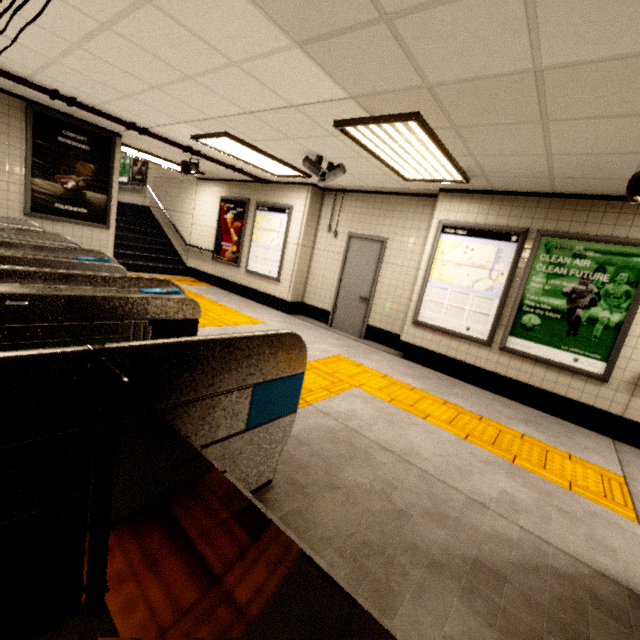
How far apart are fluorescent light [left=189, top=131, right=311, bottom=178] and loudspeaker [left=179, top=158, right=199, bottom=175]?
1.4 meters

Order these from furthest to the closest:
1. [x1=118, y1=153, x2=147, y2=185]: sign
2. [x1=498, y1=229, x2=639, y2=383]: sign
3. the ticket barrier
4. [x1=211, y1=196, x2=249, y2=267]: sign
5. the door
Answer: [x1=118, y1=153, x2=147, y2=185]: sign → [x1=211, y1=196, x2=249, y2=267]: sign → the door → [x1=498, y1=229, x2=639, y2=383]: sign → the ticket barrier

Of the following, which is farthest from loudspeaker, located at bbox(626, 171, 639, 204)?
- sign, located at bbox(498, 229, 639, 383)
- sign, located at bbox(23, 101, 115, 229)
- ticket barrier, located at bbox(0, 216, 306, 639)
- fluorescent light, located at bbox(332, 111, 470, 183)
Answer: sign, located at bbox(23, 101, 115, 229)

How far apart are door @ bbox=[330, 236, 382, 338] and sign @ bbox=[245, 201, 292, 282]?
1.5 meters

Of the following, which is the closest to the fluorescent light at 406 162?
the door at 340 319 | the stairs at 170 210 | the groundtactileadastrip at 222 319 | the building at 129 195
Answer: the door at 340 319

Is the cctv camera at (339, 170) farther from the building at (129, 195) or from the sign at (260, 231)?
the building at (129, 195)

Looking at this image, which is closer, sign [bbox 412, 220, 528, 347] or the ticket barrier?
the ticket barrier

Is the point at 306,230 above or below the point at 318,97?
below
